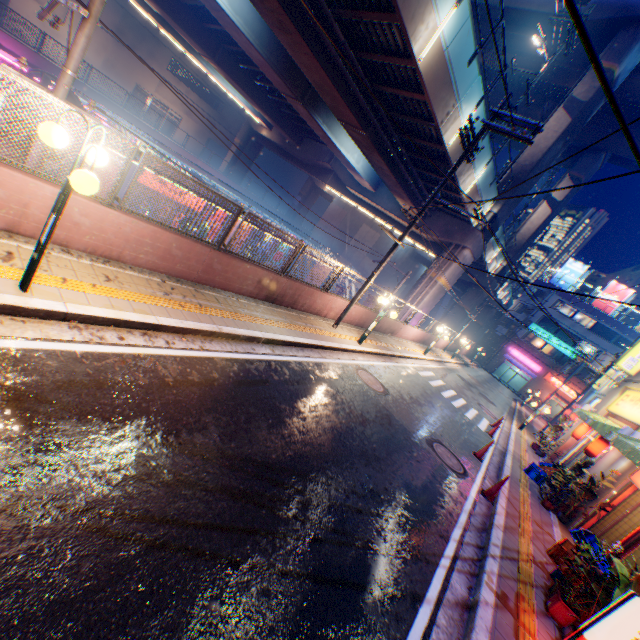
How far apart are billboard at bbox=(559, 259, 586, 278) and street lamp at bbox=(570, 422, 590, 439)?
40.31m

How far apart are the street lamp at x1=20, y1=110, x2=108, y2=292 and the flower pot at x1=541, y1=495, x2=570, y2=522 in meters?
14.4 m

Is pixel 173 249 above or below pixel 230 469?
above

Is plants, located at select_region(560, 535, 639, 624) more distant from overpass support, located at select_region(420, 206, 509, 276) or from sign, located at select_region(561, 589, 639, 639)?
overpass support, located at select_region(420, 206, 509, 276)

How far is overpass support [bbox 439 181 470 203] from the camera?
20.1m

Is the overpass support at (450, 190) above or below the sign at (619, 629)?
above

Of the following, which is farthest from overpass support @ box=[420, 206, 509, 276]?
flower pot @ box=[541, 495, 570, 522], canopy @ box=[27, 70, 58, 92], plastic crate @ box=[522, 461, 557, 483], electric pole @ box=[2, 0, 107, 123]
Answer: flower pot @ box=[541, 495, 570, 522]

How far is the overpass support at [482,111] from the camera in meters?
15.1
